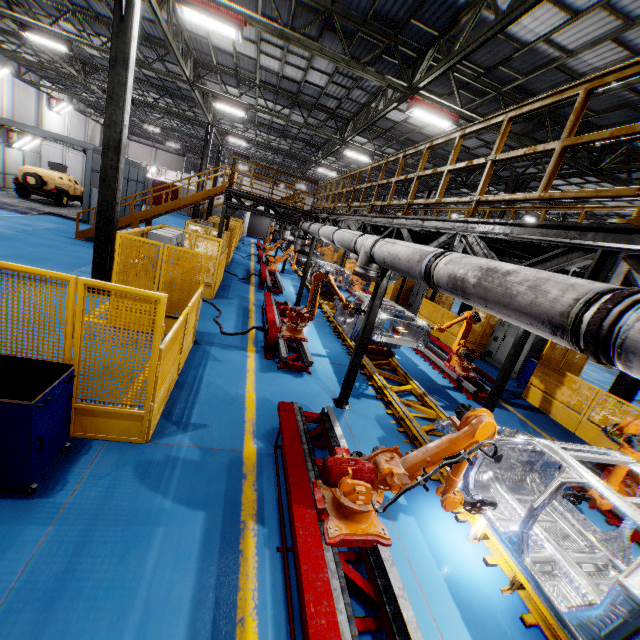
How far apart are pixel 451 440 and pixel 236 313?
9.1 meters

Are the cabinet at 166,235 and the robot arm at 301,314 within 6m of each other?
yes

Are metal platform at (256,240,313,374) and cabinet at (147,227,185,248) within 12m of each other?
yes

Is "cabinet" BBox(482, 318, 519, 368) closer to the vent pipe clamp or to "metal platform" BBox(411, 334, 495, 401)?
"metal platform" BBox(411, 334, 495, 401)

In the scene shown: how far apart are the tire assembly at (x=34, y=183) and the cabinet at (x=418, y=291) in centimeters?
2471cm

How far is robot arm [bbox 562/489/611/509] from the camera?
5.1m

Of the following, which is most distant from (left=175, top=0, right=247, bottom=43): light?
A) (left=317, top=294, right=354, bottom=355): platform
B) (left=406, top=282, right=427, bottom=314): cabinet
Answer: (left=406, top=282, right=427, bottom=314): cabinet

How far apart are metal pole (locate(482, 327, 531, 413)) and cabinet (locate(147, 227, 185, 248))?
9.0 meters
